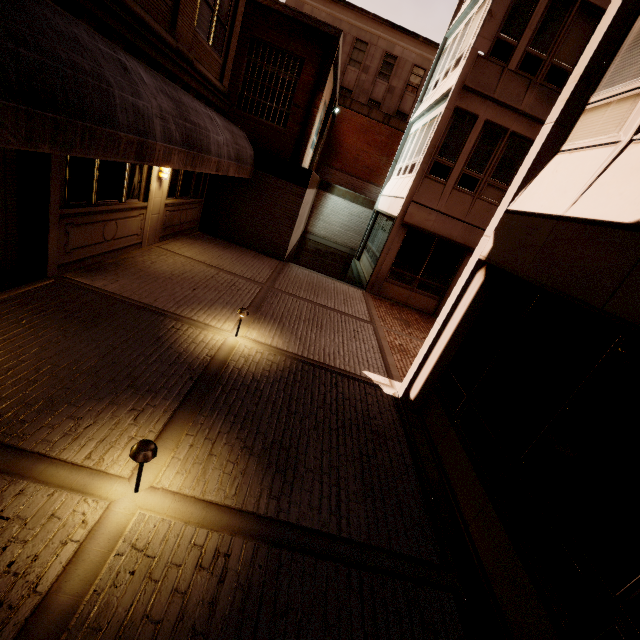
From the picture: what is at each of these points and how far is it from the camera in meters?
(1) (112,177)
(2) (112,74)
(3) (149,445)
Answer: (1) building, 6.8 m
(2) awning, 4.1 m
(3) ground light, 2.9 m

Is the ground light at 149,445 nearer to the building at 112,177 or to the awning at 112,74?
the awning at 112,74

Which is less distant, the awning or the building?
the awning

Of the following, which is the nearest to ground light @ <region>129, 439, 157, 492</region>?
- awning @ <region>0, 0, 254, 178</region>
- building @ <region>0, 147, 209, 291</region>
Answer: awning @ <region>0, 0, 254, 178</region>

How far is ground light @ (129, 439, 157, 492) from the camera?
2.80m

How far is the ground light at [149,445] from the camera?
2.8m

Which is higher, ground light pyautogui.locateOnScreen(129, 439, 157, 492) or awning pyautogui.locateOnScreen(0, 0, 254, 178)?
awning pyautogui.locateOnScreen(0, 0, 254, 178)

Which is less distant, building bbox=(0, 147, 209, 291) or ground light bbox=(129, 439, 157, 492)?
ground light bbox=(129, 439, 157, 492)
